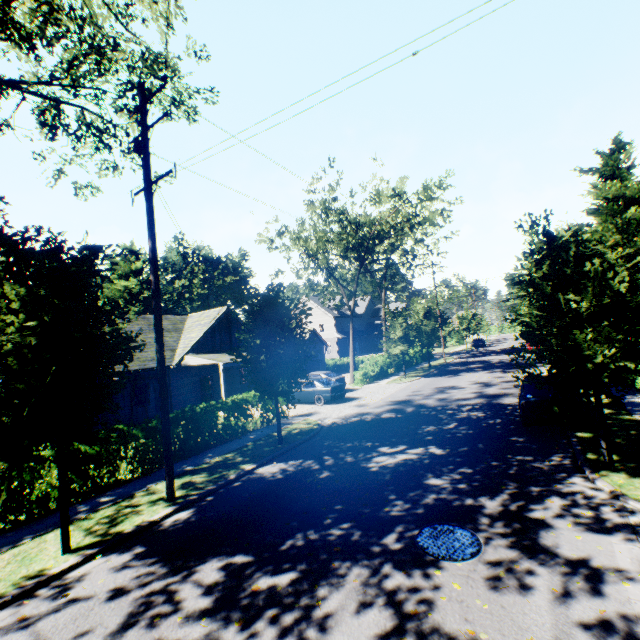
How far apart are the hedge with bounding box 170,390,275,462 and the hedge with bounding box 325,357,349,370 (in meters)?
27.06

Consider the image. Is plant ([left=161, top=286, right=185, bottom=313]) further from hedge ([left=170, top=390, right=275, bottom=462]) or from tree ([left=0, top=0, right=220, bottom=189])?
hedge ([left=170, top=390, right=275, bottom=462])

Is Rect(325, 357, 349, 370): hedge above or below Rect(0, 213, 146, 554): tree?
below

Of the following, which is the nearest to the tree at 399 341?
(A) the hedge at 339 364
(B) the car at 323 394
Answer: (A) the hedge at 339 364

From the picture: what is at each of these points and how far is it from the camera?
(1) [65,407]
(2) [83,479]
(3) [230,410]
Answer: (1) tree, 6.6 meters
(2) hedge, 10.0 meters
(3) hedge, 14.0 meters

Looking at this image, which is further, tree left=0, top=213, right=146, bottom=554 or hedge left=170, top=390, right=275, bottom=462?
hedge left=170, top=390, right=275, bottom=462

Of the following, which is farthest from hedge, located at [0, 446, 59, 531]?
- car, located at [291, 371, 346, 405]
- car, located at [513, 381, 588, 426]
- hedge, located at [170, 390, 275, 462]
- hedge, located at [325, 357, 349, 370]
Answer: hedge, located at [325, 357, 349, 370]

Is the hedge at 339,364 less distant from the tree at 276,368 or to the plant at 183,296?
the tree at 276,368
